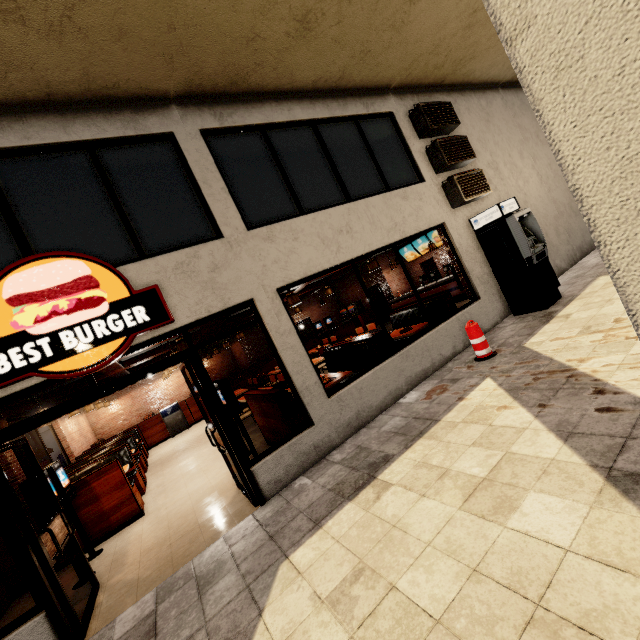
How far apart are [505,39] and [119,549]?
7.36m

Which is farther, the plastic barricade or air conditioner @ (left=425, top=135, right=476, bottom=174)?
air conditioner @ (left=425, top=135, right=476, bottom=174)

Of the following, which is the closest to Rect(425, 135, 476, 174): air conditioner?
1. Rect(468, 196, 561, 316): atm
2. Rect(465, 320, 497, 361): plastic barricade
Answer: Rect(468, 196, 561, 316): atm

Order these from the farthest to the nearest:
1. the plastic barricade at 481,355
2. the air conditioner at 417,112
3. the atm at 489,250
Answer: the air conditioner at 417,112
the atm at 489,250
the plastic barricade at 481,355

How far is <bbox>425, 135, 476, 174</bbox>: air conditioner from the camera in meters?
7.3

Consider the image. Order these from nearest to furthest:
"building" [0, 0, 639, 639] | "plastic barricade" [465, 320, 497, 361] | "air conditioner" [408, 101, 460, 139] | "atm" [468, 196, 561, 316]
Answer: "building" [0, 0, 639, 639], "plastic barricade" [465, 320, 497, 361], "atm" [468, 196, 561, 316], "air conditioner" [408, 101, 460, 139]

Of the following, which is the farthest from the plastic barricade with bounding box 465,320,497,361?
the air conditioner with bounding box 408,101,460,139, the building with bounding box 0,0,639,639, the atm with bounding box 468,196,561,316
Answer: the air conditioner with bounding box 408,101,460,139

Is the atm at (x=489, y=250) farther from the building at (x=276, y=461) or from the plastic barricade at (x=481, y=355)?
the plastic barricade at (x=481, y=355)
